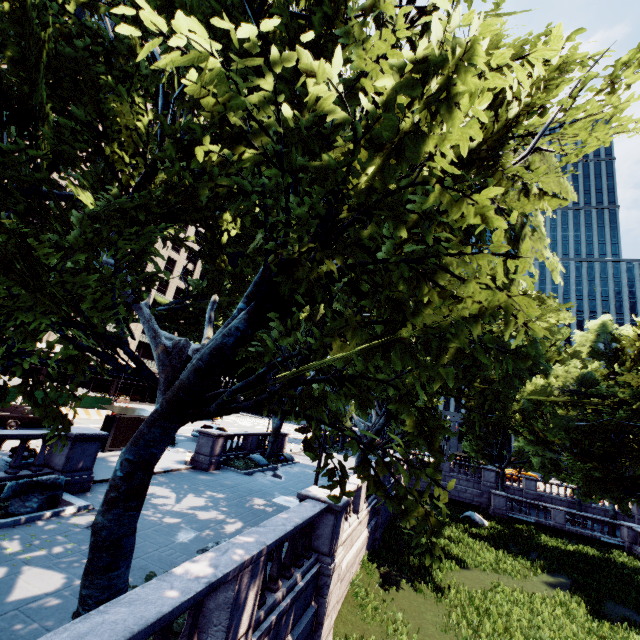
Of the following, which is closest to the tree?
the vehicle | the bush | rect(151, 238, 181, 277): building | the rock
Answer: the bush

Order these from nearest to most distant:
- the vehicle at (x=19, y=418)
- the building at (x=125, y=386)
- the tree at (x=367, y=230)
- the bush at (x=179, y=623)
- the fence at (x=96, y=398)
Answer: the tree at (x=367, y=230), the bush at (x=179, y=623), the vehicle at (x=19, y=418), the fence at (x=96, y=398), the building at (x=125, y=386)

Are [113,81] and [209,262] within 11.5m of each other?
yes

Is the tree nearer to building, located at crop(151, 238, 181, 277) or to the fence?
building, located at crop(151, 238, 181, 277)

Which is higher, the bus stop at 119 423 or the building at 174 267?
the building at 174 267

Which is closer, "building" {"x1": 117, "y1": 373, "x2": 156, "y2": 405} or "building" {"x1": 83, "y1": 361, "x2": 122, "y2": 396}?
"building" {"x1": 83, "y1": 361, "x2": 122, "y2": 396}

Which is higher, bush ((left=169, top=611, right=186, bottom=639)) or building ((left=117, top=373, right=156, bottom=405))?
building ((left=117, top=373, right=156, bottom=405))

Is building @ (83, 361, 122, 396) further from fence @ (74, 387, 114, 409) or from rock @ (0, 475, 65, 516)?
rock @ (0, 475, 65, 516)
